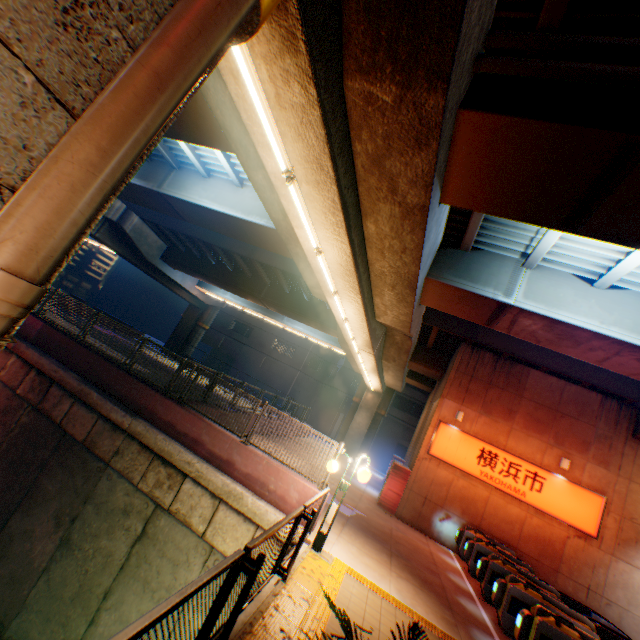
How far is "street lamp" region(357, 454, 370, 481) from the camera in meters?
7.1

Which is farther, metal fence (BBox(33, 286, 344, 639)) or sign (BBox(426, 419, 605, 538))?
sign (BBox(426, 419, 605, 538))

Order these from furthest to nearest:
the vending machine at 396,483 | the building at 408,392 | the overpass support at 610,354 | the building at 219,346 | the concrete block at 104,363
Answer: the building at 219,346
the building at 408,392
the vending machine at 396,483
the concrete block at 104,363
the overpass support at 610,354

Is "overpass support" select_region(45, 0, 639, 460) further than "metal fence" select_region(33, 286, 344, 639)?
Yes

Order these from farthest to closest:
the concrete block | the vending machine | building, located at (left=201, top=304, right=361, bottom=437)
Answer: building, located at (left=201, top=304, right=361, bottom=437) < the vending machine < the concrete block

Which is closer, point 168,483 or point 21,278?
point 21,278

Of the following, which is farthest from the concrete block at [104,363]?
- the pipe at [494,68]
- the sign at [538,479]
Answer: the pipe at [494,68]
